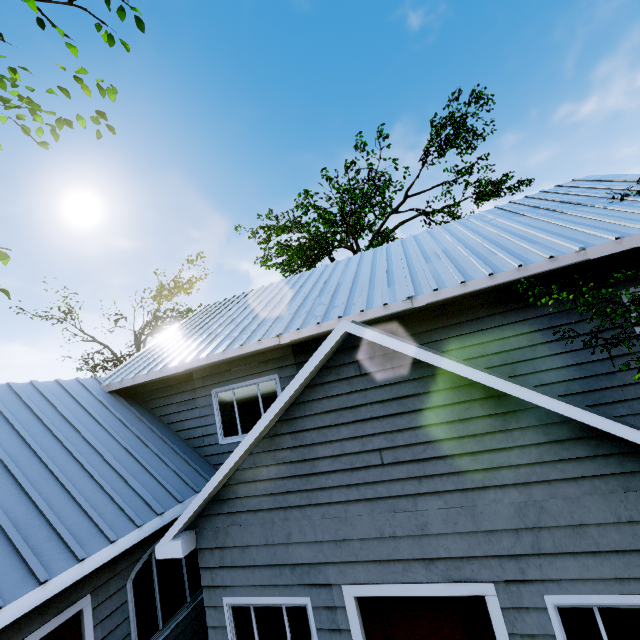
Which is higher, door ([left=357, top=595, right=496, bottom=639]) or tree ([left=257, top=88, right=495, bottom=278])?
tree ([left=257, top=88, right=495, bottom=278])

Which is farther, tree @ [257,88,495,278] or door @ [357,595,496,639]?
tree @ [257,88,495,278]

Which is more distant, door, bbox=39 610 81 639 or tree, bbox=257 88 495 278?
tree, bbox=257 88 495 278

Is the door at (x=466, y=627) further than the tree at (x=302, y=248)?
No

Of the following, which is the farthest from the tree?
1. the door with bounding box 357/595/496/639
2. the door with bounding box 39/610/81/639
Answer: the door with bounding box 357/595/496/639

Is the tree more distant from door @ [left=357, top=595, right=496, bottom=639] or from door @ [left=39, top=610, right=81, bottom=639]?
door @ [left=357, top=595, right=496, bottom=639]

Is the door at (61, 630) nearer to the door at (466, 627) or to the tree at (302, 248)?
the tree at (302, 248)

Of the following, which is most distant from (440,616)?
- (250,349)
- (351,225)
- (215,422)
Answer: (351,225)
